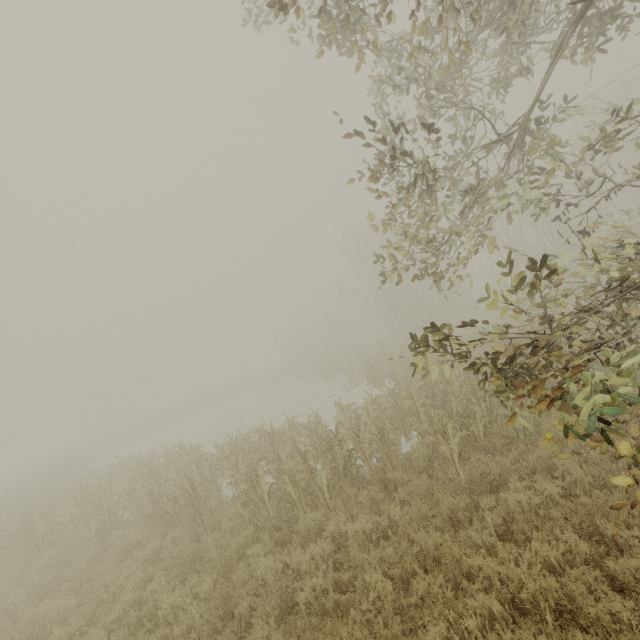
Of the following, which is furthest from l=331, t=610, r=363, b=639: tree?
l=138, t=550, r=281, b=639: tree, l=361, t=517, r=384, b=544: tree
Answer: l=138, t=550, r=281, b=639: tree

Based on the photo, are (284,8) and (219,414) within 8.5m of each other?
no

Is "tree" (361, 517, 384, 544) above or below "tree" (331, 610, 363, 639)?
below

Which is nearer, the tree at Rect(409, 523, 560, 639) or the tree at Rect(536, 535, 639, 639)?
the tree at Rect(536, 535, 639, 639)

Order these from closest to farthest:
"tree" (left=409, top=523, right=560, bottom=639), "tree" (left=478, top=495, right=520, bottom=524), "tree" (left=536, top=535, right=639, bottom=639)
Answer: "tree" (left=536, top=535, right=639, bottom=639) → "tree" (left=409, top=523, right=560, bottom=639) → "tree" (left=478, top=495, right=520, bottom=524)

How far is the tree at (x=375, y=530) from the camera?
6.11m

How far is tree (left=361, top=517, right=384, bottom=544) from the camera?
6.11m

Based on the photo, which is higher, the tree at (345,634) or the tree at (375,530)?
the tree at (345,634)
